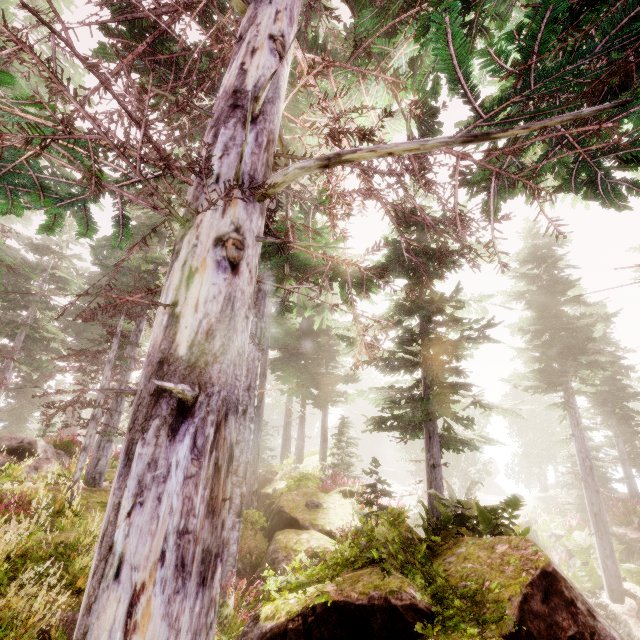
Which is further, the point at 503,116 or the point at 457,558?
the point at 457,558

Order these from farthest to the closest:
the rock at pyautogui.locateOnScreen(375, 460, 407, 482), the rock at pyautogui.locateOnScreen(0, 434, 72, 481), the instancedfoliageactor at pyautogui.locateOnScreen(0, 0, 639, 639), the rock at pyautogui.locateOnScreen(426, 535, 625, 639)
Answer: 1. the rock at pyautogui.locateOnScreen(375, 460, 407, 482)
2. the rock at pyautogui.locateOnScreen(0, 434, 72, 481)
3. the rock at pyautogui.locateOnScreen(426, 535, 625, 639)
4. the instancedfoliageactor at pyautogui.locateOnScreen(0, 0, 639, 639)

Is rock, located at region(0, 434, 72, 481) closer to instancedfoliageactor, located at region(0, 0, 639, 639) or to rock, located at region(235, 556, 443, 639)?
instancedfoliageactor, located at region(0, 0, 639, 639)

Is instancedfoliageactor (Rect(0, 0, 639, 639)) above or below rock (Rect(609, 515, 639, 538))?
above

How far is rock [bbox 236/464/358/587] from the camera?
7.1 meters

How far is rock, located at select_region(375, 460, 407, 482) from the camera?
47.9 meters

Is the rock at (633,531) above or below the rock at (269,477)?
below

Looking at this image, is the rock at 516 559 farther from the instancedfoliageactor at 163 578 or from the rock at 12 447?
the rock at 12 447
